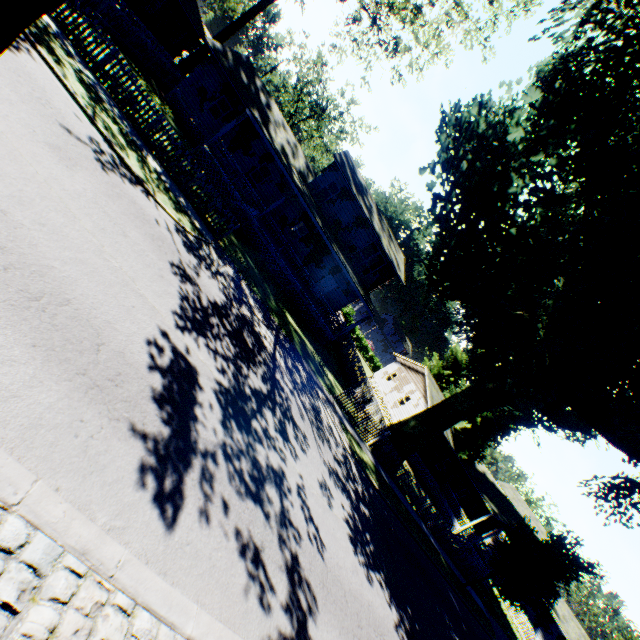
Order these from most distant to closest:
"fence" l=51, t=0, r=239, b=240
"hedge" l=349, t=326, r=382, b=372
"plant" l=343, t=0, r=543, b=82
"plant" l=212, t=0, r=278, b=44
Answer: "hedge" l=349, t=326, r=382, b=372 < "plant" l=212, t=0, r=278, b=44 < "plant" l=343, t=0, r=543, b=82 < "fence" l=51, t=0, r=239, b=240

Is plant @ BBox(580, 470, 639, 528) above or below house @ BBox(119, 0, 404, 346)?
above

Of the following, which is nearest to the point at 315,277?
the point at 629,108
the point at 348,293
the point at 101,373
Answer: the point at 348,293

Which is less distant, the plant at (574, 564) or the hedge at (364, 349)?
the plant at (574, 564)

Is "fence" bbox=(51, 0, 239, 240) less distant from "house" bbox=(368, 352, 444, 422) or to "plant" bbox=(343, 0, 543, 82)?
"plant" bbox=(343, 0, 543, 82)

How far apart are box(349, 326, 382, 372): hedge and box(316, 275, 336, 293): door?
25.57m

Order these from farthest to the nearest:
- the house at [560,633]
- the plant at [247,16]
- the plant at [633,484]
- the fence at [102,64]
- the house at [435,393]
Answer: the house at [560,633], the house at [435,393], the plant at [247,16], the plant at [633,484], the fence at [102,64]
